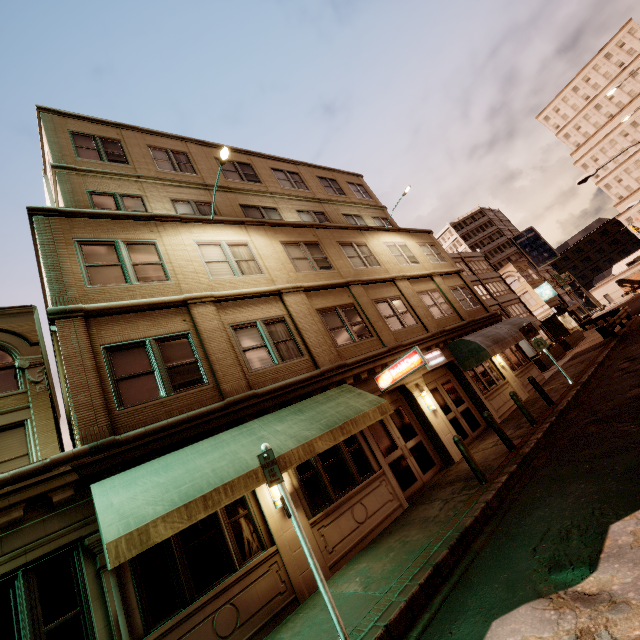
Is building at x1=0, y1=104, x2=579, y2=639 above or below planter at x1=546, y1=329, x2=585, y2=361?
above

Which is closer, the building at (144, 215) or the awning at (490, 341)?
the building at (144, 215)

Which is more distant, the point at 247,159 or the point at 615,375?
the point at 247,159

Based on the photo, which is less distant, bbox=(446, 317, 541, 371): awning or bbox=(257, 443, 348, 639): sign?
bbox=(257, 443, 348, 639): sign

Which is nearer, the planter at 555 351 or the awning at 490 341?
the awning at 490 341

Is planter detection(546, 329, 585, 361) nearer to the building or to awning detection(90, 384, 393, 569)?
the building

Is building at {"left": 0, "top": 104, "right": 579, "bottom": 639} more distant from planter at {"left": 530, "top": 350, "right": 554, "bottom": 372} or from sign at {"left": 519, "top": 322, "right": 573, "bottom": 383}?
planter at {"left": 530, "top": 350, "right": 554, "bottom": 372}

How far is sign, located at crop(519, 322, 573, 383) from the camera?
14.0m
